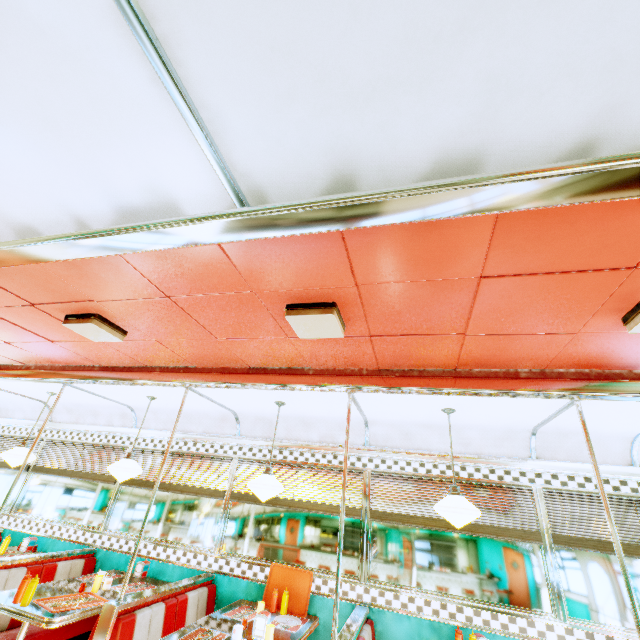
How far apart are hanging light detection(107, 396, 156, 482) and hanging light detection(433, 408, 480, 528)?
3.6m

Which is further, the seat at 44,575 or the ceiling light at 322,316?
the seat at 44,575

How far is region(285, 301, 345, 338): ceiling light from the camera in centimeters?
206cm

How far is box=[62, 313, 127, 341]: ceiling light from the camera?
2.6m

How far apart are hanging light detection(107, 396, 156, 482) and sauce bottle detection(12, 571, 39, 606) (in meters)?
1.07

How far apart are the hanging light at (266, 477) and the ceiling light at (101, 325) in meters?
1.9 m

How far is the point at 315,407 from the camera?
4.1m

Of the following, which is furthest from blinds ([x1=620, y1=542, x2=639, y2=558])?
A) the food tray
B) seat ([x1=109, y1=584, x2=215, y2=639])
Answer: seat ([x1=109, y1=584, x2=215, y2=639])
